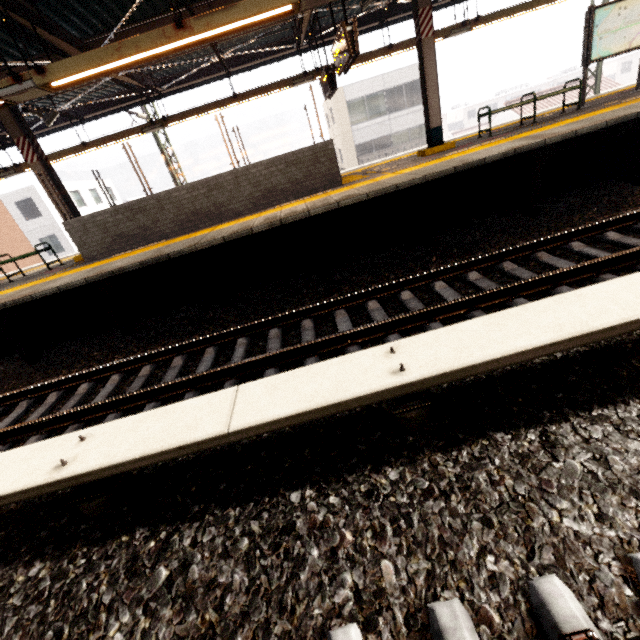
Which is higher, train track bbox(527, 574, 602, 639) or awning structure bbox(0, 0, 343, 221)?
awning structure bbox(0, 0, 343, 221)

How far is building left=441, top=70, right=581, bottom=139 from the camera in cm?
5509

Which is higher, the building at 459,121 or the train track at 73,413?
the building at 459,121

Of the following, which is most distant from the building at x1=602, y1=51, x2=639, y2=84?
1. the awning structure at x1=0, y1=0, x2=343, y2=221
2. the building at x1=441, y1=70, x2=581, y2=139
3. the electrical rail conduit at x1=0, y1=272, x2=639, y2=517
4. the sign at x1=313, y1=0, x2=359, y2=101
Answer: the sign at x1=313, y1=0, x2=359, y2=101

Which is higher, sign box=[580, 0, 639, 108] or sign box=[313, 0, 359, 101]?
sign box=[313, 0, 359, 101]

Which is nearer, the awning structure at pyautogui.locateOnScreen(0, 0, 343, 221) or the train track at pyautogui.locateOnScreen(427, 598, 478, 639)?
the train track at pyautogui.locateOnScreen(427, 598, 478, 639)

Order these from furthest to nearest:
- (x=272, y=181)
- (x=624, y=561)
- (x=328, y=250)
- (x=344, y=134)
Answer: (x=344, y=134)
(x=272, y=181)
(x=328, y=250)
(x=624, y=561)

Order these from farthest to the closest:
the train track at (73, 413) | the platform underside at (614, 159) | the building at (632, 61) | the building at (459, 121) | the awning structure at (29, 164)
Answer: the building at (459, 121)
the building at (632, 61)
the platform underside at (614, 159)
the awning structure at (29, 164)
the train track at (73, 413)
